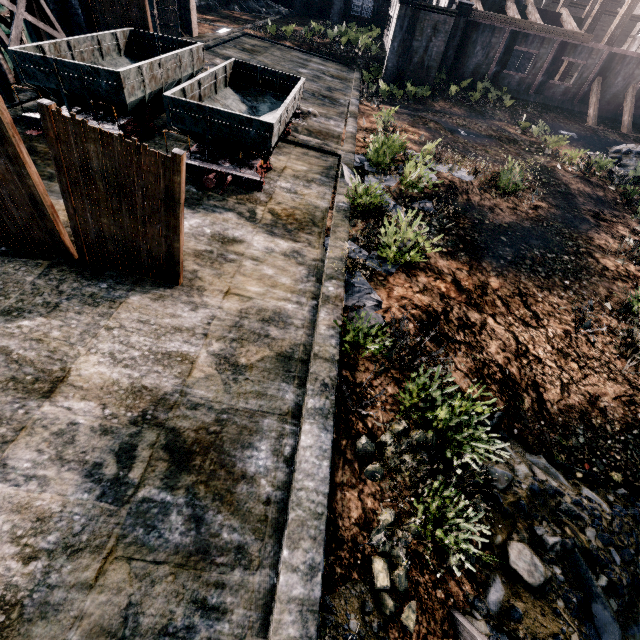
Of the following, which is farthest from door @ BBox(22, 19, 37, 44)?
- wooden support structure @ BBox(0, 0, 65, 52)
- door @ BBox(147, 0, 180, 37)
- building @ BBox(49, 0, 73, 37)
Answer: door @ BBox(147, 0, 180, 37)

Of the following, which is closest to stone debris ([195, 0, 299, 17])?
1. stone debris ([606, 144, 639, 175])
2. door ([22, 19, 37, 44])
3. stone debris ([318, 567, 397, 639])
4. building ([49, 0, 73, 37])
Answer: building ([49, 0, 73, 37])

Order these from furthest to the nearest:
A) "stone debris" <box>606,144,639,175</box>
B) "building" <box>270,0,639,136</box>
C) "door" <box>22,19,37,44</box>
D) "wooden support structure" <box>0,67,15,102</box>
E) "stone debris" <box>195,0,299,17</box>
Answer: "stone debris" <box>195,0,299,17</box>, "building" <box>270,0,639,136</box>, "stone debris" <box>606,144,639,175</box>, "door" <box>22,19,37,44</box>, "wooden support structure" <box>0,67,15,102</box>

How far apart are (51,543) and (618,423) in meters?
11.5 m

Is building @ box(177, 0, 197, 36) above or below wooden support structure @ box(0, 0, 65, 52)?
below

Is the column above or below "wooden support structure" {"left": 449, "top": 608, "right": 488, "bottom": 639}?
above

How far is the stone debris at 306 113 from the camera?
17.3 meters

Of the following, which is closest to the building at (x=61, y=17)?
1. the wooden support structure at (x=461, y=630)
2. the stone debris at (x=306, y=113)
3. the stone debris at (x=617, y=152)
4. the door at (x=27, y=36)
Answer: the door at (x=27, y=36)
